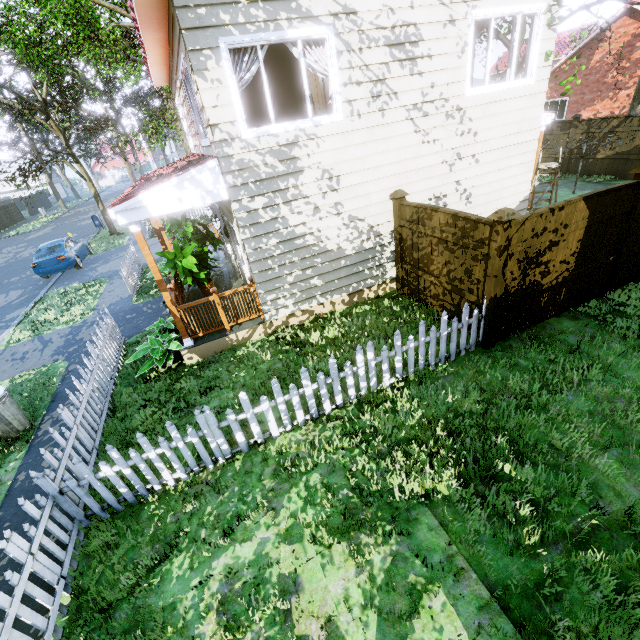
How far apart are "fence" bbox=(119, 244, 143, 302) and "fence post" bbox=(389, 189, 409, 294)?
8.8 meters

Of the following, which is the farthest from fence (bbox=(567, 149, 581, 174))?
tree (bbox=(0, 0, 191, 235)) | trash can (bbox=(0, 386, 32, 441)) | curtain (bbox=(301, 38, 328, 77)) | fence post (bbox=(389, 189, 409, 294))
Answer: curtain (bbox=(301, 38, 328, 77))

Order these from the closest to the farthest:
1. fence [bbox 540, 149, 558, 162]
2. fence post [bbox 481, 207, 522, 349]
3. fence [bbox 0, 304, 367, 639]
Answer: fence [bbox 0, 304, 367, 639], fence post [bbox 481, 207, 522, 349], fence [bbox 540, 149, 558, 162]

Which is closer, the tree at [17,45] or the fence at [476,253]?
the fence at [476,253]

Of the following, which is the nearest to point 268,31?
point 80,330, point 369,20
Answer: point 369,20

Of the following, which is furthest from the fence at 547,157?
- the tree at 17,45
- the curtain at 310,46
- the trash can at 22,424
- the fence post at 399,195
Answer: the curtain at 310,46

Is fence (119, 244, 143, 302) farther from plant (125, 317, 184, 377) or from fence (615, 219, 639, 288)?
plant (125, 317, 184, 377)

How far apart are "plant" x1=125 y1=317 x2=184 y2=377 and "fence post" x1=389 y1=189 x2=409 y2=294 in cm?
532
